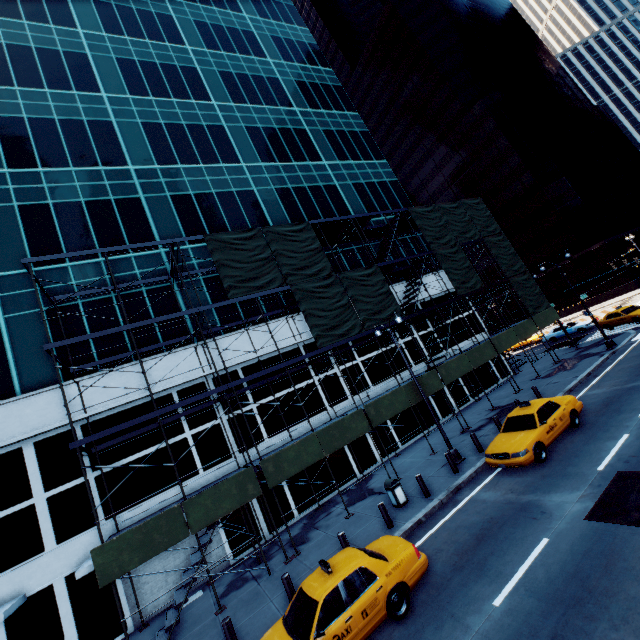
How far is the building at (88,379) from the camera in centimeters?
1554cm

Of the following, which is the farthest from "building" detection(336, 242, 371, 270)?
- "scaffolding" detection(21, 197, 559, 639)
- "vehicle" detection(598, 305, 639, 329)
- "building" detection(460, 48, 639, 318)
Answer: "building" detection(460, 48, 639, 318)

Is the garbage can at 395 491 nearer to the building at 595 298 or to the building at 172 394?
the building at 172 394

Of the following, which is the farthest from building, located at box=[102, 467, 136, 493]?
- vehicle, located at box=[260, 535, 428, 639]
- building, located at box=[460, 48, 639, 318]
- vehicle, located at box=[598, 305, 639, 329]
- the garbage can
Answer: building, located at box=[460, 48, 639, 318]

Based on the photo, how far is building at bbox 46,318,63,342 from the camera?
16.09m

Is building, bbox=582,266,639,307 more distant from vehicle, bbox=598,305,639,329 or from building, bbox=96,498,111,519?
building, bbox=96,498,111,519

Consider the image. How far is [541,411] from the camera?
12.94m
